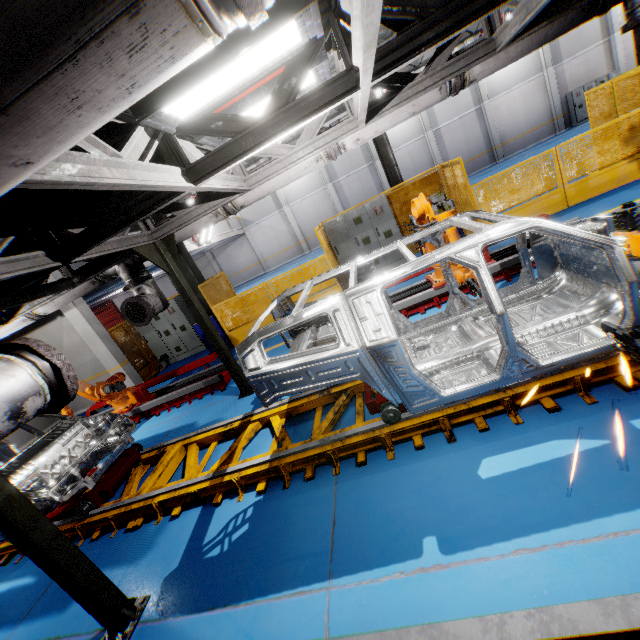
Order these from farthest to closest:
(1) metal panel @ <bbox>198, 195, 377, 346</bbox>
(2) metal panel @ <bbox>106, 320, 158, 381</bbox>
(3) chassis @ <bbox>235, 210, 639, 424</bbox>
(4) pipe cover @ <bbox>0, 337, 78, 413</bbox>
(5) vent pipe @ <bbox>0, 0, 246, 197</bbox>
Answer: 1. (2) metal panel @ <bbox>106, 320, 158, 381</bbox>
2. (1) metal panel @ <bbox>198, 195, 377, 346</bbox>
3. (3) chassis @ <bbox>235, 210, 639, 424</bbox>
4. (4) pipe cover @ <bbox>0, 337, 78, 413</bbox>
5. (5) vent pipe @ <bbox>0, 0, 246, 197</bbox>

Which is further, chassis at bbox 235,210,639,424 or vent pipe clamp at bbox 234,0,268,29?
chassis at bbox 235,210,639,424

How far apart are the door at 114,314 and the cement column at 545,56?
35.47m

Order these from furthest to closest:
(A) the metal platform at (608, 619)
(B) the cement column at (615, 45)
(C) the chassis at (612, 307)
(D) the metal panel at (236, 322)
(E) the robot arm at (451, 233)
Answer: (B) the cement column at (615, 45) < (D) the metal panel at (236, 322) < (E) the robot arm at (451, 233) < (C) the chassis at (612, 307) < (A) the metal platform at (608, 619)

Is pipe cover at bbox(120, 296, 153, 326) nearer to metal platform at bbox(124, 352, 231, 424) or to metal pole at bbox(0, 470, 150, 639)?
metal platform at bbox(124, 352, 231, 424)

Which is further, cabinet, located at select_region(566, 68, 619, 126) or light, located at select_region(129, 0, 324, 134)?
cabinet, located at select_region(566, 68, 619, 126)

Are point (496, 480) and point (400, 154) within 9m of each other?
no

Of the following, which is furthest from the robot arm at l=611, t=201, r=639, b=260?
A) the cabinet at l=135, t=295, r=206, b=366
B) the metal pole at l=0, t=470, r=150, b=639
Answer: the cabinet at l=135, t=295, r=206, b=366
